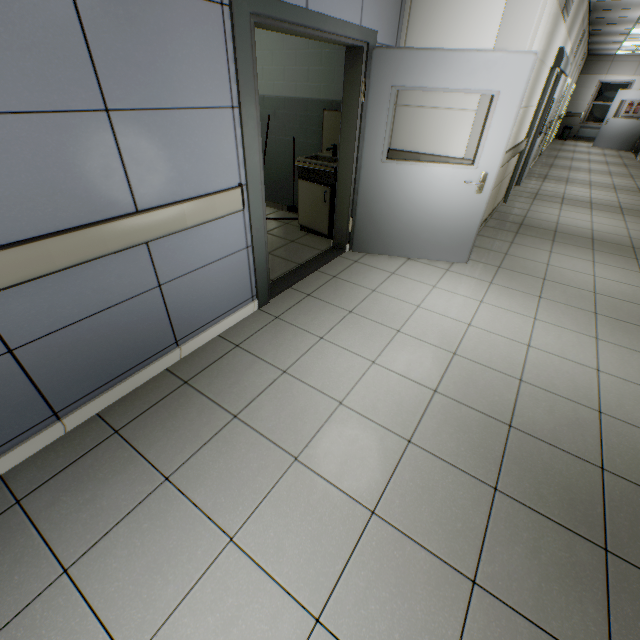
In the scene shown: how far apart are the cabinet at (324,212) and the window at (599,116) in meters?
Answer: 19.0 m

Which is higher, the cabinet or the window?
the window

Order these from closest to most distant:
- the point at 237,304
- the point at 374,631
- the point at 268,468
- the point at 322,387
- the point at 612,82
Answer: the point at 374,631, the point at 268,468, the point at 322,387, the point at 237,304, the point at 612,82

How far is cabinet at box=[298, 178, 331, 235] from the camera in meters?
4.1 m

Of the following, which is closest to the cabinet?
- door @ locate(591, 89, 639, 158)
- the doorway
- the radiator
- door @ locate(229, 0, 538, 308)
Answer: door @ locate(229, 0, 538, 308)

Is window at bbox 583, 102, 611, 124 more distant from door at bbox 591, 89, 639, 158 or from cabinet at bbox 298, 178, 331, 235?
cabinet at bbox 298, 178, 331, 235

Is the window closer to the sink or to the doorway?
the doorway

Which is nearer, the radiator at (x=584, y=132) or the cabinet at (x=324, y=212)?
the cabinet at (x=324, y=212)
